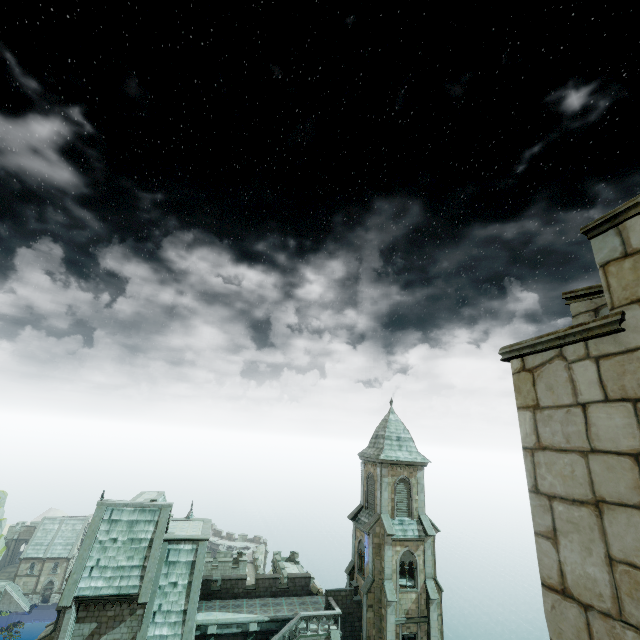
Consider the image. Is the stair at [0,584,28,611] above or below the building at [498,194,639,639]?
below

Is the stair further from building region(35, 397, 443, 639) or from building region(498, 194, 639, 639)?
building region(498, 194, 639, 639)

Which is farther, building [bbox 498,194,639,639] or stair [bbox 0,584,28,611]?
stair [bbox 0,584,28,611]

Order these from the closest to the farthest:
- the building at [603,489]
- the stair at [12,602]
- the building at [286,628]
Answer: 1. the building at [603,489]
2. the building at [286,628]
3. the stair at [12,602]

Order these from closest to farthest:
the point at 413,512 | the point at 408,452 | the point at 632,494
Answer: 1. the point at 632,494
2. the point at 413,512
3. the point at 408,452

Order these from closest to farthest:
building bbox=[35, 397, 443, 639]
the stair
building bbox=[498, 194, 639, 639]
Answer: building bbox=[498, 194, 639, 639] → building bbox=[35, 397, 443, 639] → the stair

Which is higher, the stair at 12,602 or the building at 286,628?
the building at 286,628
